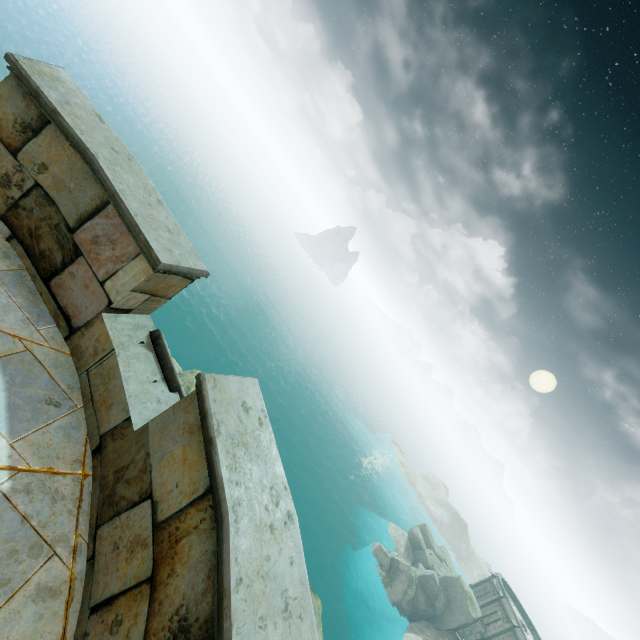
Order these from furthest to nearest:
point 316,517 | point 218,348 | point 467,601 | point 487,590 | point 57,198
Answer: point 316,517 < point 218,348 < point 487,590 < point 467,601 < point 57,198

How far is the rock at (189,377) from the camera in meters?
20.4 m

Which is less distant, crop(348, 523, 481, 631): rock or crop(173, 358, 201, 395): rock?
crop(173, 358, 201, 395): rock

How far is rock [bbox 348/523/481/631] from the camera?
40.41m

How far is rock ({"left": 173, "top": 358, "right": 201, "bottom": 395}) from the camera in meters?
20.4

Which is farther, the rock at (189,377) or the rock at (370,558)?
the rock at (370,558)
